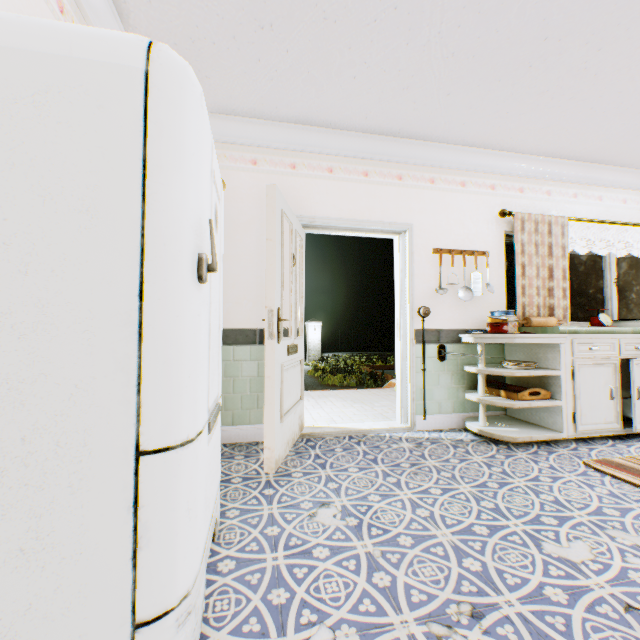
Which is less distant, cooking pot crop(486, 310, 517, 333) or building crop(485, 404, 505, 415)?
cooking pot crop(486, 310, 517, 333)

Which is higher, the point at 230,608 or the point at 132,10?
the point at 132,10

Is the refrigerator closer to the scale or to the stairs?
the stairs

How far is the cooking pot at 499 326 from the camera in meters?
3.2 m

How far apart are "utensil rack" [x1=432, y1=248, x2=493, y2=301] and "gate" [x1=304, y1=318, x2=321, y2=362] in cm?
1417

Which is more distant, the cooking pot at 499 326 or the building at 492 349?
the building at 492 349

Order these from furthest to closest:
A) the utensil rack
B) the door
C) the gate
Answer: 1. the gate
2. the utensil rack
3. the door

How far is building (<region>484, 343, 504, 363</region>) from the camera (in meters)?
3.75
